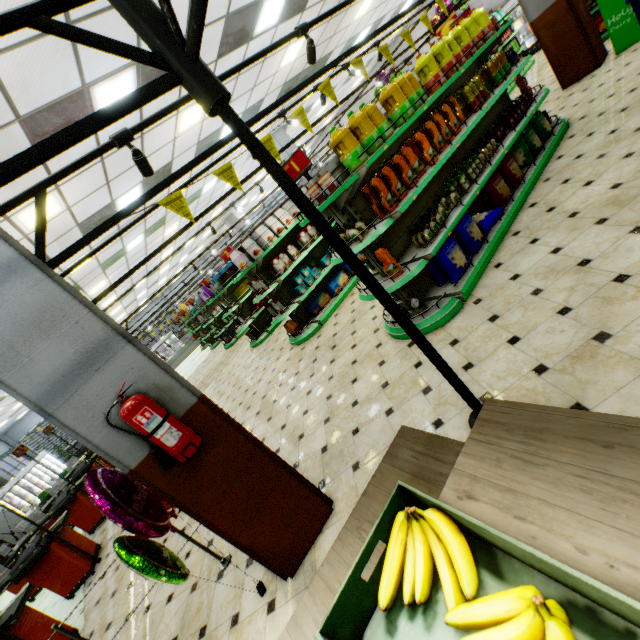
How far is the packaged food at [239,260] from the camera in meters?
6.3 m

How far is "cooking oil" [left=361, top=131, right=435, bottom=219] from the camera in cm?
347

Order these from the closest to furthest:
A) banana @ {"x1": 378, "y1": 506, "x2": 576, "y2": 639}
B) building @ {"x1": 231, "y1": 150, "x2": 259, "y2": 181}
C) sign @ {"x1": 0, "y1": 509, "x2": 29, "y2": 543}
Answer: banana @ {"x1": 378, "y1": 506, "x2": 576, "y2": 639} < sign @ {"x1": 0, "y1": 509, "x2": 29, "y2": 543} < building @ {"x1": 231, "y1": 150, "x2": 259, "y2": 181}

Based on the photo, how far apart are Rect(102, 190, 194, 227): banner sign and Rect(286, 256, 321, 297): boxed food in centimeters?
365cm

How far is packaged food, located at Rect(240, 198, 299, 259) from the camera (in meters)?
6.48

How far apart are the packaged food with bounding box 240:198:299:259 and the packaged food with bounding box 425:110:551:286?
3.43m

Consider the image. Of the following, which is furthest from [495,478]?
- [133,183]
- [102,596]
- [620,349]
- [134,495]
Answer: [133,183]

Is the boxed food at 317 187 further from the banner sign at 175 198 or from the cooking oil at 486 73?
the cooking oil at 486 73
